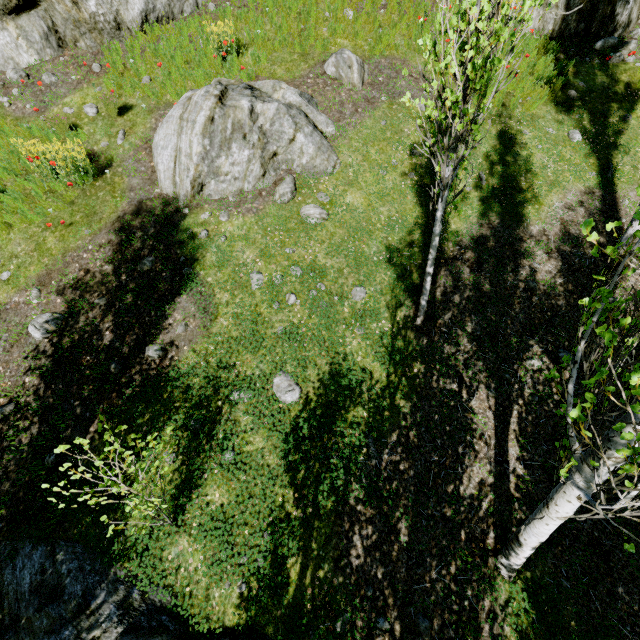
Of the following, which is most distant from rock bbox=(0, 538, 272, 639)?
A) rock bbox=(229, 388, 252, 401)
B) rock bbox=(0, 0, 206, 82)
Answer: rock bbox=(0, 0, 206, 82)

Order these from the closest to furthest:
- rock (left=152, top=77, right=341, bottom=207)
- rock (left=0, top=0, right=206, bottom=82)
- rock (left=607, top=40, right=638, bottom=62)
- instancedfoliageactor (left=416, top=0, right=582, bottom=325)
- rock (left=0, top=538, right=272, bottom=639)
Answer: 1. instancedfoliageactor (left=416, top=0, right=582, bottom=325)
2. rock (left=0, top=538, right=272, bottom=639)
3. rock (left=152, top=77, right=341, bottom=207)
4. rock (left=0, top=0, right=206, bottom=82)
5. rock (left=607, top=40, right=638, bottom=62)

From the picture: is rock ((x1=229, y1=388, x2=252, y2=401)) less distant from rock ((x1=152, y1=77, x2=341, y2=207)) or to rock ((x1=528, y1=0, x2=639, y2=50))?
rock ((x1=152, y1=77, x2=341, y2=207))

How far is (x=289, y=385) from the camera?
5.1m

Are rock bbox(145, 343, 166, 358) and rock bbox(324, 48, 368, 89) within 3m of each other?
no

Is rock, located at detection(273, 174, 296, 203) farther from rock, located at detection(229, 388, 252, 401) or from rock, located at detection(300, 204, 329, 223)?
rock, located at detection(229, 388, 252, 401)

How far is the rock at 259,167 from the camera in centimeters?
623cm

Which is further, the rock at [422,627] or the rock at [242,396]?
the rock at [242,396]
